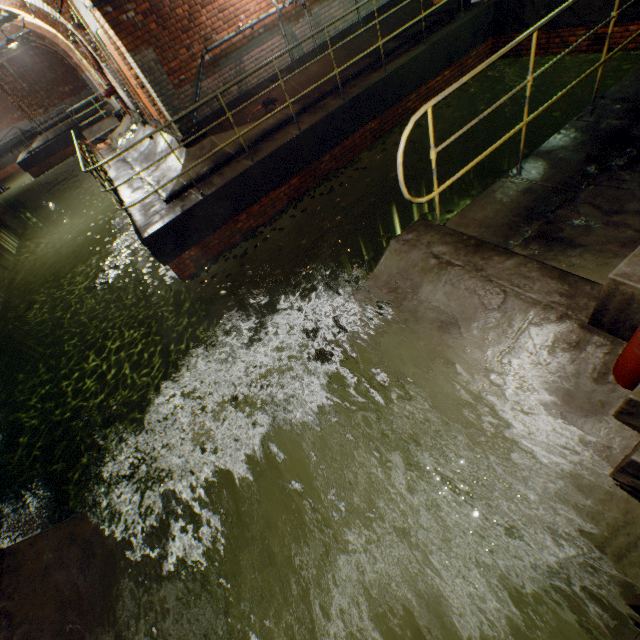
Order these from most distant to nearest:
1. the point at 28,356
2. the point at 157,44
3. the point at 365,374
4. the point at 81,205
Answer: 1. the point at 81,205
2. the point at 28,356
3. the point at 157,44
4. the point at 365,374

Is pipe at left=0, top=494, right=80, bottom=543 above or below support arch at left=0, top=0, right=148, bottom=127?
below

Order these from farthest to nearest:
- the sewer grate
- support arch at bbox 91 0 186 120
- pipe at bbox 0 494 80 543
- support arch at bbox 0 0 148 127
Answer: support arch at bbox 0 0 148 127
support arch at bbox 91 0 186 120
pipe at bbox 0 494 80 543
the sewer grate

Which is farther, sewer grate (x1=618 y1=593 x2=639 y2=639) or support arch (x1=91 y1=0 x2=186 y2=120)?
support arch (x1=91 y1=0 x2=186 y2=120)

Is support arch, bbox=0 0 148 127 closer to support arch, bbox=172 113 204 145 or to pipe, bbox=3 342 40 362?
support arch, bbox=172 113 204 145

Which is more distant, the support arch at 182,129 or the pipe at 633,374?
the support arch at 182,129

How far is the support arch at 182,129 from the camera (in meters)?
7.32

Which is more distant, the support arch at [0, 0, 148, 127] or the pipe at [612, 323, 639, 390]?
the support arch at [0, 0, 148, 127]
